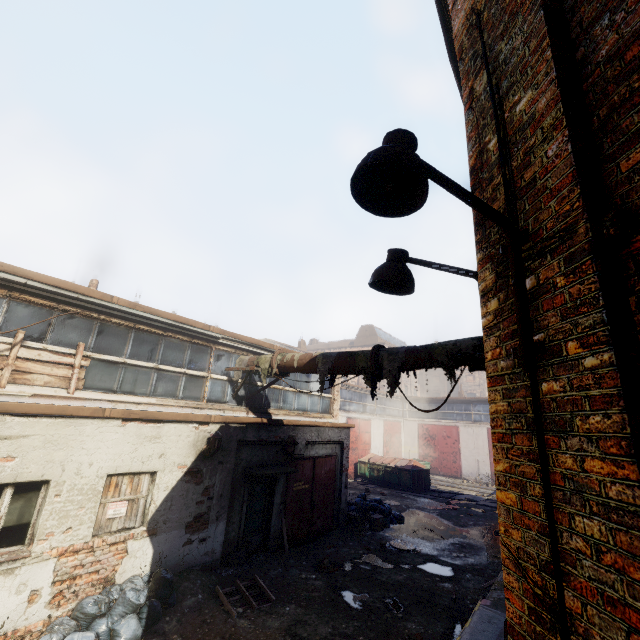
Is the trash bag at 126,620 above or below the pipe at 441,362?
below

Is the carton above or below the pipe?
below

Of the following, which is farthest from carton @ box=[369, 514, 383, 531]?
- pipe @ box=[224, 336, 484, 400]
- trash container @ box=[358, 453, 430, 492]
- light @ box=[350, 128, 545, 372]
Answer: light @ box=[350, 128, 545, 372]

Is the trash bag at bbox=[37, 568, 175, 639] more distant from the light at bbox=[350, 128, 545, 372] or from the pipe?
the light at bbox=[350, 128, 545, 372]

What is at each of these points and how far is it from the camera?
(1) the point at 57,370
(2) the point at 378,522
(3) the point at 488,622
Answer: (1) pallet, 6.4 meters
(2) carton, 12.6 meters
(3) building, 5.3 meters

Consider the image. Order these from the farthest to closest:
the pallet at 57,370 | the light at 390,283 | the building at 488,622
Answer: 1. the pallet at 57,370
2. the building at 488,622
3. the light at 390,283

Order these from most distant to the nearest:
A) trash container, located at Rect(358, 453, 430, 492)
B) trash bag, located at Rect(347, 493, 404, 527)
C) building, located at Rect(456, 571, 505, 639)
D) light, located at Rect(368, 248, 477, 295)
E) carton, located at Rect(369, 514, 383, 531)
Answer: trash container, located at Rect(358, 453, 430, 492) < trash bag, located at Rect(347, 493, 404, 527) < carton, located at Rect(369, 514, 383, 531) < building, located at Rect(456, 571, 505, 639) < light, located at Rect(368, 248, 477, 295)

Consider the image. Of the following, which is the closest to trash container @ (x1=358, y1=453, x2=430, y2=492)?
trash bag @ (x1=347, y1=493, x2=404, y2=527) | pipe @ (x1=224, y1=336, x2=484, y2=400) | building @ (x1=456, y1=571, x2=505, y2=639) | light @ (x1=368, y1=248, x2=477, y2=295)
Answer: trash bag @ (x1=347, y1=493, x2=404, y2=527)
